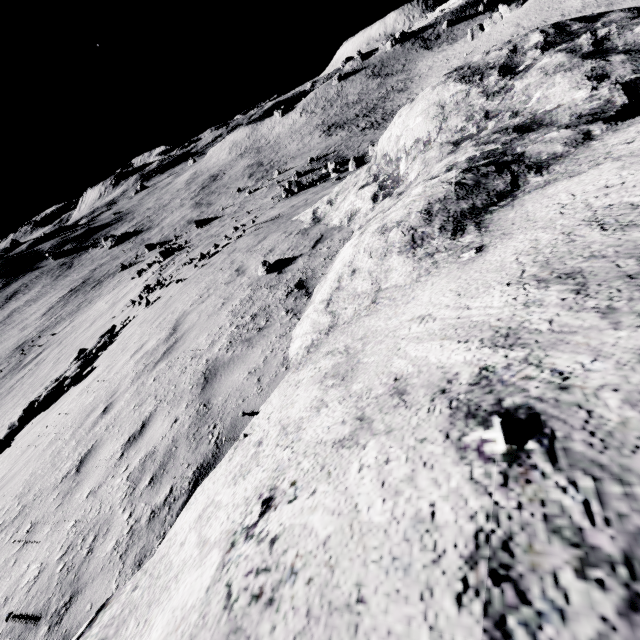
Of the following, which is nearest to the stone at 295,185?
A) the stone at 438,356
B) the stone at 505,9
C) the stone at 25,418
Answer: the stone at 438,356

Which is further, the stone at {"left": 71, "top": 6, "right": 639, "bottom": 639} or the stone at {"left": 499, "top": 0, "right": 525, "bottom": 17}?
the stone at {"left": 499, "top": 0, "right": 525, "bottom": 17}

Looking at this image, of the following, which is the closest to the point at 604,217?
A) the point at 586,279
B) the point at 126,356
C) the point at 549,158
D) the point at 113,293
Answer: the point at 586,279

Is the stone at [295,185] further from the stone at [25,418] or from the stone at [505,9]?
the stone at [505,9]

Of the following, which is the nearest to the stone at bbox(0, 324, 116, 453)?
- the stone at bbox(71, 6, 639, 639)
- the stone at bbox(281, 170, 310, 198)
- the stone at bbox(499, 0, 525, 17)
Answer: the stone at bbox(71, 6, 639, 639)

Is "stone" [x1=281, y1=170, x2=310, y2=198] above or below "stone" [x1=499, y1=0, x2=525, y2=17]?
below

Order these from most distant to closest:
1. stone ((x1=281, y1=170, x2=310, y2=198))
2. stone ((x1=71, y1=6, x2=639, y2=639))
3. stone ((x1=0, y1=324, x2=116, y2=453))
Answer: stone ((x1=281, y1=170, x2=310, y2=198)) → stone ((x1=0, y1=324, x2=116, y2=453)) → stone ((x1=71, y1=6, x2=639, y2=639))

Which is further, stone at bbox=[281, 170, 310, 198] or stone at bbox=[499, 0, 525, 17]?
stone at bbox=[499, 0, 525, 17]
